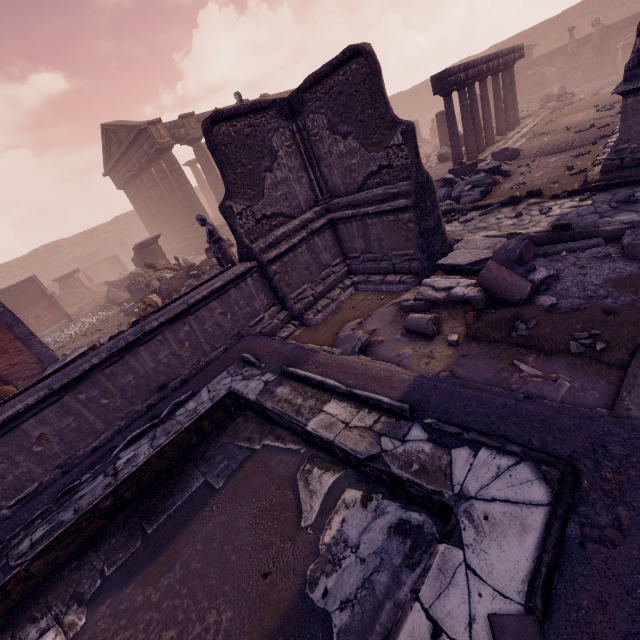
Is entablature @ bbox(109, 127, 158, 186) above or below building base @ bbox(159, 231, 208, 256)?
above

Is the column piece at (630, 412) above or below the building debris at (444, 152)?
below

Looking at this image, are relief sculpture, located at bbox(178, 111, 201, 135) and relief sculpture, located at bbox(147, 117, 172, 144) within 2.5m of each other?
yes

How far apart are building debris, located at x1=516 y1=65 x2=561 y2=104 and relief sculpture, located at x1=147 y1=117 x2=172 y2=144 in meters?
23.5 m

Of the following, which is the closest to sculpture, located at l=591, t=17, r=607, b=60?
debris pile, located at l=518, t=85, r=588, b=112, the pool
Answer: debris pile, located at l=518, t=85, r=588, b=112

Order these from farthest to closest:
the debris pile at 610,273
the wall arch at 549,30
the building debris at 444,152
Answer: the wall arch at 549,30
the building debris at 444,152
the debris pile at 610,273

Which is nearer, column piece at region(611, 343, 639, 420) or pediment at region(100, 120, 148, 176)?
column piece at region(611, 343, 639, 420)

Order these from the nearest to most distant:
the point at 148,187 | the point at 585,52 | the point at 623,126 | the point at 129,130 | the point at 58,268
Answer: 1. the point at 623,126
2. the point at 129,130
3. the point at 585,52
4. the point at 148,187
5. the point at 58,268
